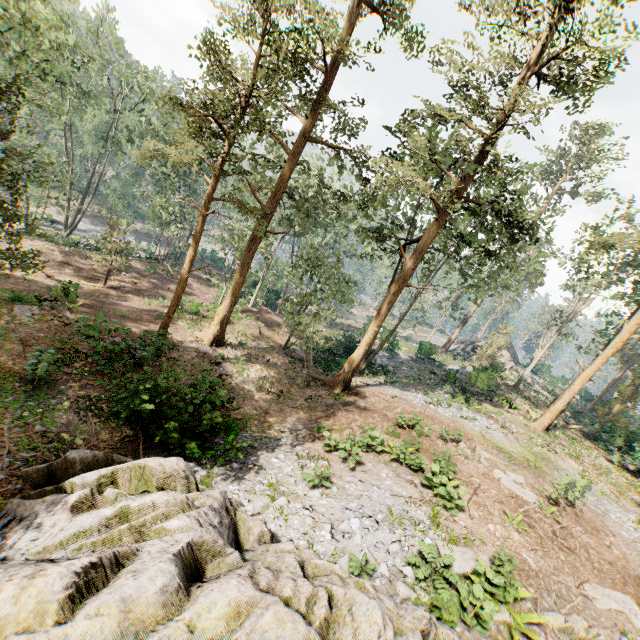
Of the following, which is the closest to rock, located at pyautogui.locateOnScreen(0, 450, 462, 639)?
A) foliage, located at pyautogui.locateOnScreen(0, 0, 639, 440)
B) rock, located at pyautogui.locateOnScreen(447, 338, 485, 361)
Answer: foliage, located at pyautogui.locateOnScreen(0, 0, 639, 440)

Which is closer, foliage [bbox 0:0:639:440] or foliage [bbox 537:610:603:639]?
foliage [bbox 537:610:603:639]

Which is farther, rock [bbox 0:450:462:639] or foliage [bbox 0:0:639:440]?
foliage [bbox 0:0:639:440]

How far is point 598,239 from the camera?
22.7m

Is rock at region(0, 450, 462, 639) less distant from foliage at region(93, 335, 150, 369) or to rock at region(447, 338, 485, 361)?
foliage at region(93, 335, 150, 369)

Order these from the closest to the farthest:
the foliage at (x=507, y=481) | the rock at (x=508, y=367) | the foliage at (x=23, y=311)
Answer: the foliage at (x=507, y=481) < the foliage at (x=23, y=311) < the rock at (x=508, y=367)

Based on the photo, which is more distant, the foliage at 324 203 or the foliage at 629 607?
A: the foliage at 324 203
